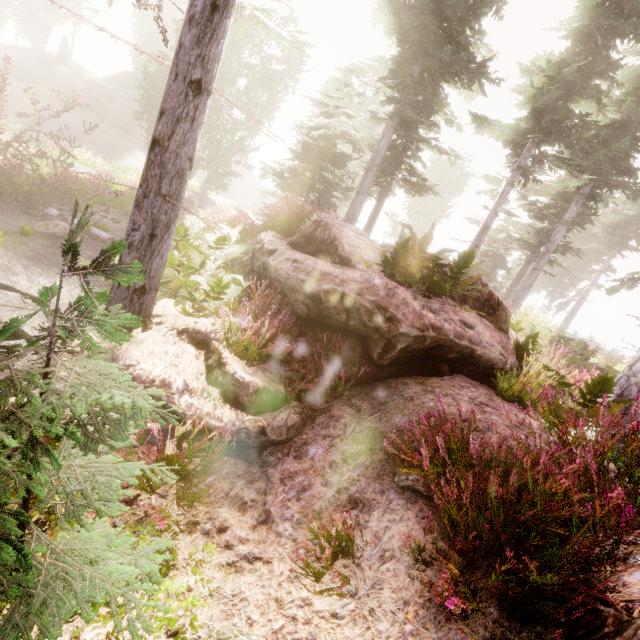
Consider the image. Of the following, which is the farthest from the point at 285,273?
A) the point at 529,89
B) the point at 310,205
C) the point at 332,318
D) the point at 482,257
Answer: the point at 482,257

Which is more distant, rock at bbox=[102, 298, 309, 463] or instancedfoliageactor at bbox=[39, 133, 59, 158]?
instancedfoliageactor at bbox=[39, 133, 59, 158]

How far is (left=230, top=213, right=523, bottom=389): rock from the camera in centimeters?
492cm

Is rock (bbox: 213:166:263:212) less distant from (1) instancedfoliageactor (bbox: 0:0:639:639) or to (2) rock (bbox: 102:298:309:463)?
(1) instancedfoliageactor (bbox: 0:0:639:639)

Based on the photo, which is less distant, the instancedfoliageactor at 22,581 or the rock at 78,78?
the instancedfoliageactor at 22,581

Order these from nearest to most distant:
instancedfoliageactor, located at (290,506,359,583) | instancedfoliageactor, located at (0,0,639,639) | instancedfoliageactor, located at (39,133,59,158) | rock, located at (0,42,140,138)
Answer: instancedfoliageactor, located at (0,0,639,639), instancedfoliageactor, located at (290,506,359,583), instancedfoliageactor, located at (39,133,59,158), rock, located at (0,42,140,138)

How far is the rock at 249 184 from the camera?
54.6 meters
